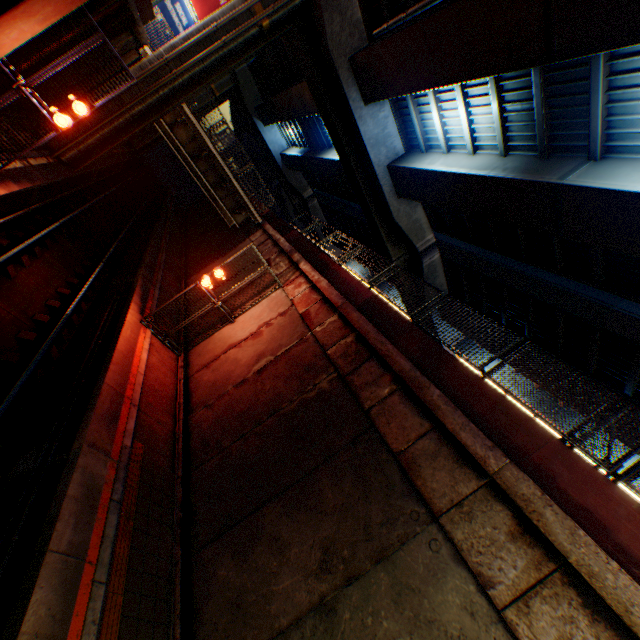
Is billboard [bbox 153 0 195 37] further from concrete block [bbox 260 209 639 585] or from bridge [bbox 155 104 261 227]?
concrete block [bbox 260 209 639 585]

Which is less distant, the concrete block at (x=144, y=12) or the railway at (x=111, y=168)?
the railway at (x=111, y=168)

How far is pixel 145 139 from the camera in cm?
3544

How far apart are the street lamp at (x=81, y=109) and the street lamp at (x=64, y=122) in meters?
0.3

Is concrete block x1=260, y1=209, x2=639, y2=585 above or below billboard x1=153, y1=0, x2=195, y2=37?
below

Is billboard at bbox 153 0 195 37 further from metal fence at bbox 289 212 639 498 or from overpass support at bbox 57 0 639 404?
metal fence at bbox 289 212 639 498

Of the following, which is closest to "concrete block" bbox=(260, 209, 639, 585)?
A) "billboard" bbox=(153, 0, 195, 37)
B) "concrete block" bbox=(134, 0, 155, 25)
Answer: "concrete block" bbox=(134, 0, 155, 25)

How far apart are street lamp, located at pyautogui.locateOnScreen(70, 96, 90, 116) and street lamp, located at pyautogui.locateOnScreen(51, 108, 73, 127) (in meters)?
0.30
